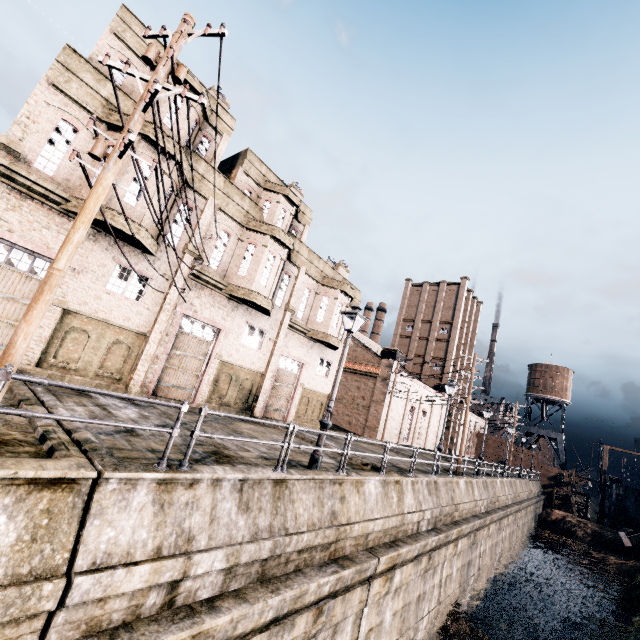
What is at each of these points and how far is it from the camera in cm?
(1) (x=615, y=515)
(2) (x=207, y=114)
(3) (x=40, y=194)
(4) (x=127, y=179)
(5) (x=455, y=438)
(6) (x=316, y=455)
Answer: (1) building, 4522
(2) building, 1695
(3) building, 1214
(4) building, 1344
(5) building, 5478
(6) street light, 1055

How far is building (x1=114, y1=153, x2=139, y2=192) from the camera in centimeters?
1317cm

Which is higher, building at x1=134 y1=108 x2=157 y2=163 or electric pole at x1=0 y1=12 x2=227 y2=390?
building at x1=134 y1=108 x2=157 y2=163

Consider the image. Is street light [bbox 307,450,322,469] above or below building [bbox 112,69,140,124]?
below

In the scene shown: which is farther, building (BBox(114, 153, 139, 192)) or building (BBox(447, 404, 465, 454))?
building (BBox(447, 404, 465, 454))

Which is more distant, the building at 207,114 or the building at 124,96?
the building at 207,114

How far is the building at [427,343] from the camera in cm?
3709

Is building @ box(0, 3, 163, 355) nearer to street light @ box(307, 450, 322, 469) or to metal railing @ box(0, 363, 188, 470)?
street light @ box(307, 450, 322, 469)
